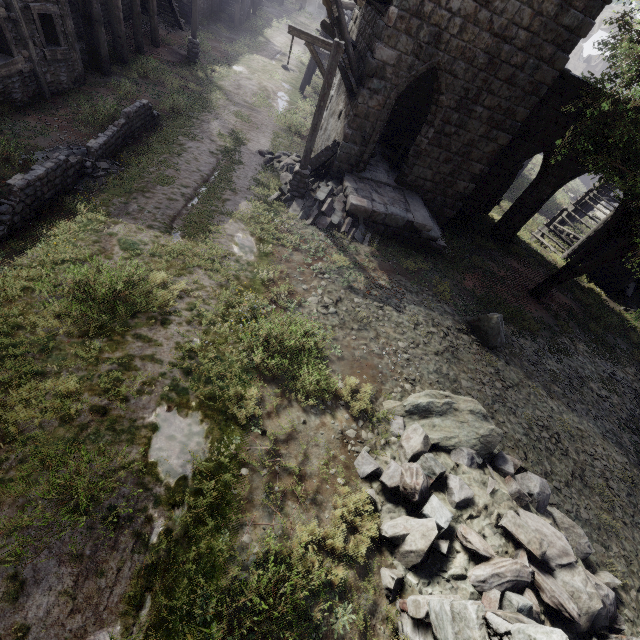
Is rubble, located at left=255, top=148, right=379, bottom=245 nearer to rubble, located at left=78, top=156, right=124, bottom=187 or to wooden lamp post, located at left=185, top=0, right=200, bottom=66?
rubble, located at left=78, top=156, right=124, bottom=187

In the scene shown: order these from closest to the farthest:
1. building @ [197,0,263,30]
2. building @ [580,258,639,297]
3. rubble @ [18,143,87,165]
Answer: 1. rubble @ [18,143,87,165]
2. building @ [580,258,639,297]
3. building @ [197,0,263,30]

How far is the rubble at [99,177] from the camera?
8.58m

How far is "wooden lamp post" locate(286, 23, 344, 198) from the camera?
8.57m

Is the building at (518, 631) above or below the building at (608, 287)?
above

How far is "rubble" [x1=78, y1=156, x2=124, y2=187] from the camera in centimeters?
858cm

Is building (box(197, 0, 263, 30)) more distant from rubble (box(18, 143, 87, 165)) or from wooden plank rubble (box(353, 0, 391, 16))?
rubble (box(18, 143, 87, 165))

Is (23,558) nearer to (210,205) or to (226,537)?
(226,537)
